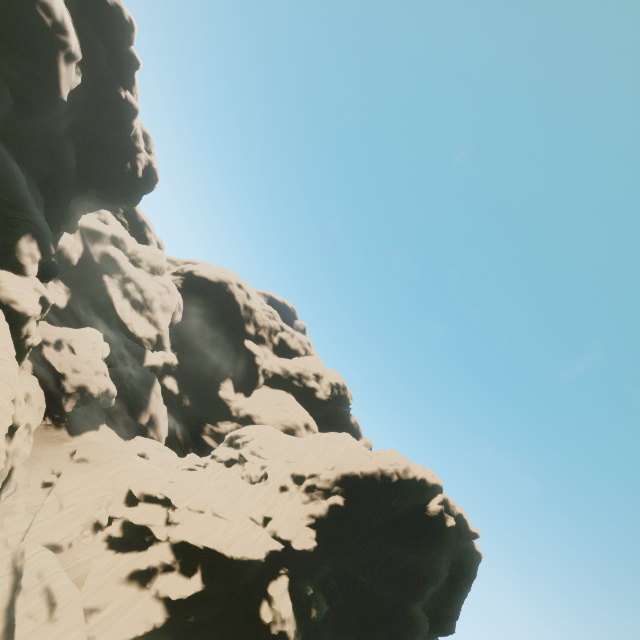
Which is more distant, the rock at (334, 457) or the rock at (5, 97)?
the rock at (5, 97)

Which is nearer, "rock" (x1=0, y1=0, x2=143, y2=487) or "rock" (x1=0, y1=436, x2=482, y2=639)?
"rock" (x1=0, y1=436, x2=482, y2=639)

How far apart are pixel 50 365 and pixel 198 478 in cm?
2842
